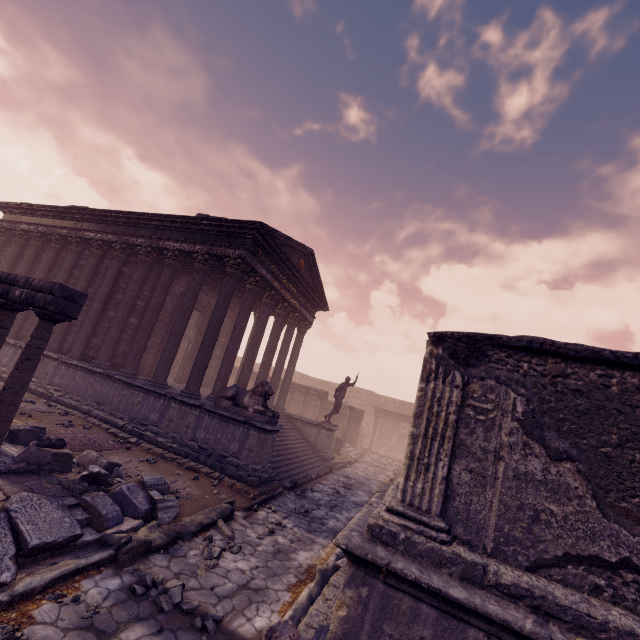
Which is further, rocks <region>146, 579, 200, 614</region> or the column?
the column

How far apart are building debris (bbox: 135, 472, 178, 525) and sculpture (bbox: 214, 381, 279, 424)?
3.0m

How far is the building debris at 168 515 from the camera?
5.5 meters

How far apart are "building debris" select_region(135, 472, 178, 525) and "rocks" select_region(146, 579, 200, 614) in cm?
136

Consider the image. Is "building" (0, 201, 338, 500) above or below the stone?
above

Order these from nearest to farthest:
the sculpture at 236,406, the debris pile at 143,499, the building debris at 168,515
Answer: the debris pile at 143,499, the building debris at 168,515, the sculpture at 236,406

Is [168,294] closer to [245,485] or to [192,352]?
[192,352]

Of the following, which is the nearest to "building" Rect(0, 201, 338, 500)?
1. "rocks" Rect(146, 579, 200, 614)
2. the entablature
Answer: "rocks" Rect(146, 579, 200, 614)
